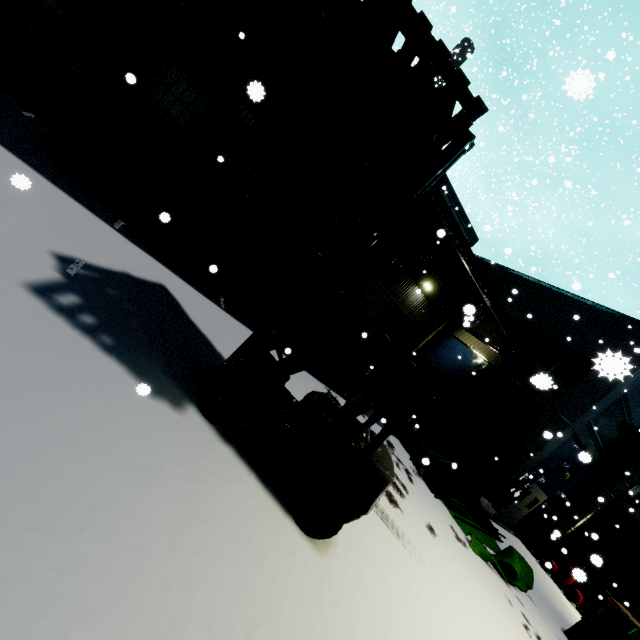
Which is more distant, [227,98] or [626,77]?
[626,77]

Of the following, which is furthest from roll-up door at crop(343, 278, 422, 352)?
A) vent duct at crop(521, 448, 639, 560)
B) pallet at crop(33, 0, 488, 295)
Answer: vent duct at crop(521, 448, 639, 560)

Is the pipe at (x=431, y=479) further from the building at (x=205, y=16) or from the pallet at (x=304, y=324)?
the pallet at (x=304, y=324)

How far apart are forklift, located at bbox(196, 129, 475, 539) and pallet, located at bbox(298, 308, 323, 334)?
3.93m

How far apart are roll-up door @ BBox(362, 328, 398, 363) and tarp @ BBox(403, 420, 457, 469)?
5.0m

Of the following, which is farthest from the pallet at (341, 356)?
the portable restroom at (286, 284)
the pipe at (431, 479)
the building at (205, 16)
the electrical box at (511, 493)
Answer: the electrical box at (511, 493)

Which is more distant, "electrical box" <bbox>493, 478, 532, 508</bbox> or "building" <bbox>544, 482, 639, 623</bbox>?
"building" <bbox>544, 482, 639, 623</bbox>

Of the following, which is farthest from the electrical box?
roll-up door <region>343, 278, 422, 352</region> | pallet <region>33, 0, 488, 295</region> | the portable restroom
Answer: pallet <region>33, 0, 488, 295</region>
